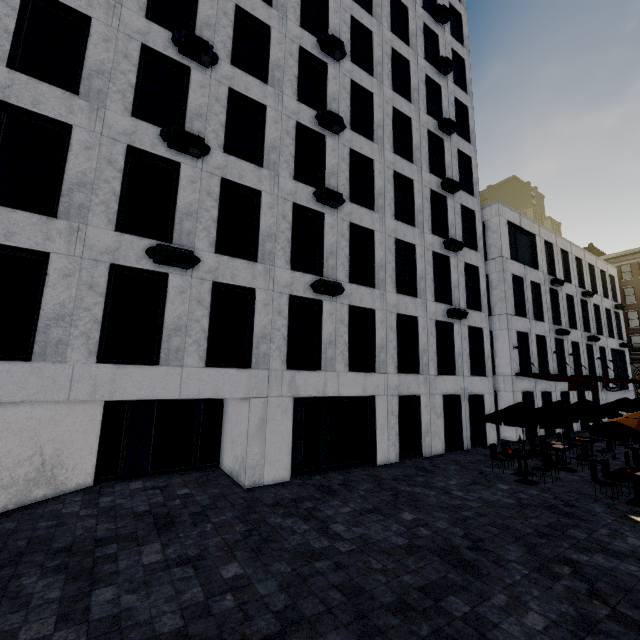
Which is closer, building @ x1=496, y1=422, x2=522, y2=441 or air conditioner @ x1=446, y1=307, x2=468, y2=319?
air conditioner @ x1=446, y1=307, x2=468, y2=319

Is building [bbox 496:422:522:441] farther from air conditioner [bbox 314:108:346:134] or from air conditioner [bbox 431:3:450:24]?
air conditioner [bbox 314:108:346:134]

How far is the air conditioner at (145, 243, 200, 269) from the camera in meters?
9.5

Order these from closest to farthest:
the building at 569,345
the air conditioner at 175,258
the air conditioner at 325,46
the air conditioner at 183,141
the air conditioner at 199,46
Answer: the air conditioner at 175,258, the air conditioner at 183,141, the air conditioner at 199,46, the air conditioner at 325,46, the building at 569,345

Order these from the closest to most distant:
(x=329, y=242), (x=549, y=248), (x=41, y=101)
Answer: (x=41, y=101) → (x=329, y=242) → (x=549, y=248)

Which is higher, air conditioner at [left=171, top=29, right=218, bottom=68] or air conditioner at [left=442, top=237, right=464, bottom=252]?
air conditioner at [left=171, top=29, right=218, bottom=68]

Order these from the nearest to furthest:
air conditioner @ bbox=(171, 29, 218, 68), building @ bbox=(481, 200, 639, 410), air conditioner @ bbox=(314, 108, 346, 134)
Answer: air conditioner @ bbox=(171, 29, 218, 68), air conditioner @ bbox=(314, 108, 346, 134), building @ bbox=(481, 200, 639, 410)

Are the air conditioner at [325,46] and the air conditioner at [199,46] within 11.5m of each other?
yes
